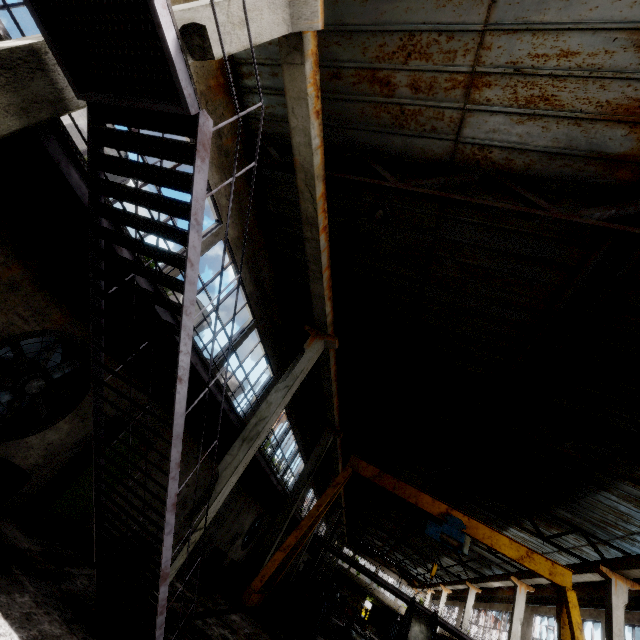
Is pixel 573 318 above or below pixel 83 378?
above

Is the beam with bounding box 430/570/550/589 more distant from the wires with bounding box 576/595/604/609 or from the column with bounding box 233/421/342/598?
the column with bounding box 233/421/342/598

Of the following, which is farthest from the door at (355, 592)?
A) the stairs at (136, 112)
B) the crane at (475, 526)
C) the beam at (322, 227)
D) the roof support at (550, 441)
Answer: the stairs at (136, 112)

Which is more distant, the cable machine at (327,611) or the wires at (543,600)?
the wires at (543,600)

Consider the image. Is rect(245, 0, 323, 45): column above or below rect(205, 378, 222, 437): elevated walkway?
above

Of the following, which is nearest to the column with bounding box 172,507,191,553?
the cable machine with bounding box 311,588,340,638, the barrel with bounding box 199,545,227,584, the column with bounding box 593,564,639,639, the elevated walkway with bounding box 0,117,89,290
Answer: the elevated walkway with bounding box 0,117,89,290

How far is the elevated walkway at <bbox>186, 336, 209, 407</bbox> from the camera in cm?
608

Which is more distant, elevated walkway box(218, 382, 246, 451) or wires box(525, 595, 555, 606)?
wires box(525, 595, 555, 606)
